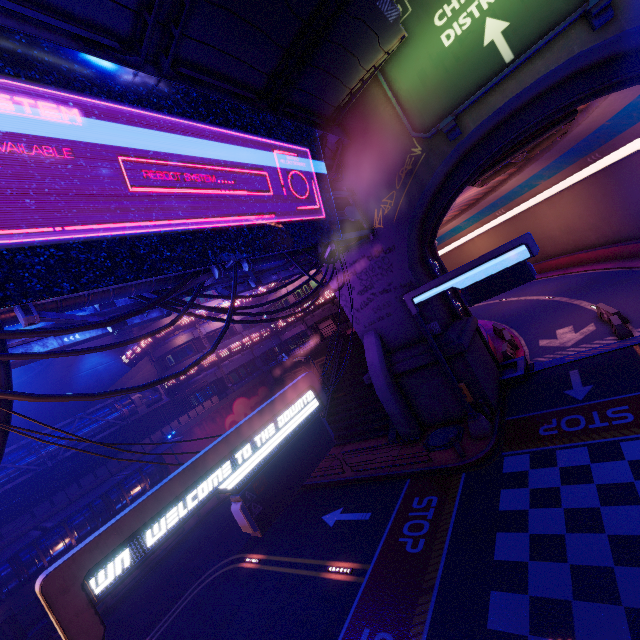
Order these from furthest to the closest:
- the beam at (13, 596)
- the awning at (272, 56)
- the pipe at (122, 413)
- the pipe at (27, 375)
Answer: the pipe at (27, 375)
the pipe at (122, 413)
the beam at (13, 596)
the awning at (272, 56)

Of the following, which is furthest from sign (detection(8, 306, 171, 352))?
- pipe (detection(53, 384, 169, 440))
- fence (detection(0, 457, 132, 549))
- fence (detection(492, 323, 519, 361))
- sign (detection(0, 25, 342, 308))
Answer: fence (detection(492, 323, 519, 361))

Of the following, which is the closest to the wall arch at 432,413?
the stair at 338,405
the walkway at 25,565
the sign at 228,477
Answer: the stair at 338,405

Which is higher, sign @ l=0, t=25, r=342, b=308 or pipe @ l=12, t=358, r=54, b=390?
pipe @ l=12, t=358, r=54, b=390

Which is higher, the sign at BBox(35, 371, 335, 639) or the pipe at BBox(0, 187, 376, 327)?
the pipe at BBox(0, 187, 376, 327)

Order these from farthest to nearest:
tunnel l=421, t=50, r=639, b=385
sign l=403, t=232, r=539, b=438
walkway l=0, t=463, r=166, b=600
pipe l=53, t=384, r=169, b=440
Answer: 1. pipe l=53, t=384, r=169, b=440
2. walkway l=0, t=463, r=166, b=600
3. tunnel l=421, t=50, r=639, b=385
4. sign l=403, t=232, r=539, b=438

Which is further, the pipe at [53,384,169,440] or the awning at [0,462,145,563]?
the pipe at [53,384,169,440]

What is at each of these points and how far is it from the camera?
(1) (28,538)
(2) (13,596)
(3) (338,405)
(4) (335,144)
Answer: (1) awning, 16.77m
(2) beam, 17.89m
(3) stair, 24.83m
(4) walkway, 15.45m
